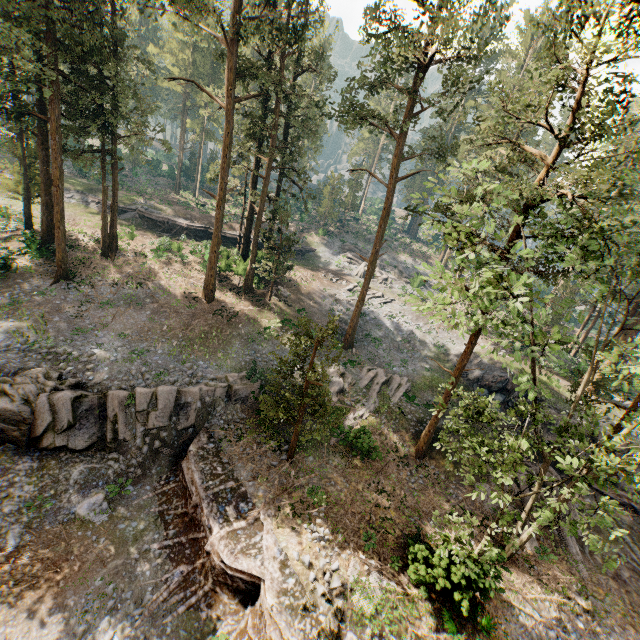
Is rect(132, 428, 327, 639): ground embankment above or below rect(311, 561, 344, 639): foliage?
below

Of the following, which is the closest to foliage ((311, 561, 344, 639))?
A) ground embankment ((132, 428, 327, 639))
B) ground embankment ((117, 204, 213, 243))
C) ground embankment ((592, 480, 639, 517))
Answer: ground embankment ((132, 428, 327, 639))

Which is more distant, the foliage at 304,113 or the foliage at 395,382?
the foliage at 395,382

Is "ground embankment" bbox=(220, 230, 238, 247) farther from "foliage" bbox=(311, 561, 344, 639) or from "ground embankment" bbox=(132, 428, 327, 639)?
"ground embankment" bbox=(132, 428, 327, 639)

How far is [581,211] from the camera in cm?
1428

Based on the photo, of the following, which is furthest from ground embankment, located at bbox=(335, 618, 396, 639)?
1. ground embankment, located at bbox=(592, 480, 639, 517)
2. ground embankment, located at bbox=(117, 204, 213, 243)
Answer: ground embankment, located at bbox=(117, 204, 213, 243)

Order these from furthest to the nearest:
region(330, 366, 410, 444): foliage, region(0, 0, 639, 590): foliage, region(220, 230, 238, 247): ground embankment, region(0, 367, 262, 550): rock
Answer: region(220, 230, 238, 247): ground embankment
region(330, 366, 410, 444): foliage
region(0, 367, 262, 550): rock
region(0, 0, 639, 590): foliage

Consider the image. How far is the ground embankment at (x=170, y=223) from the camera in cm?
3979
